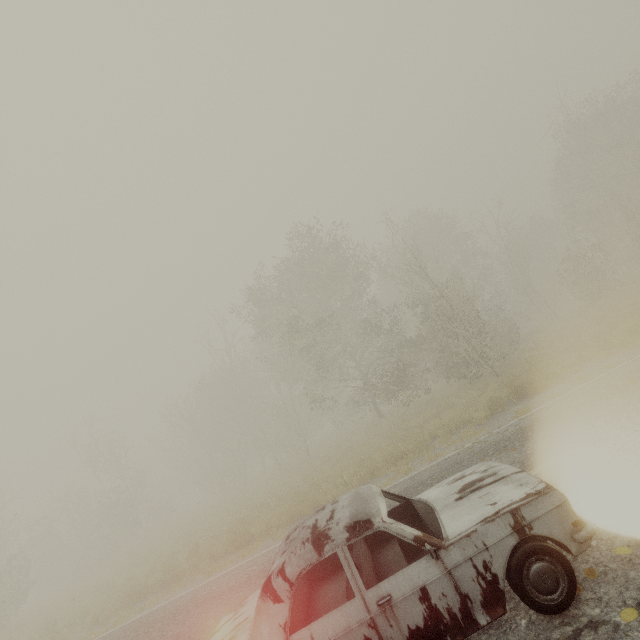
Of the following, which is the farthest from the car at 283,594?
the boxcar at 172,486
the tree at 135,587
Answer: the boxcar at 172,486

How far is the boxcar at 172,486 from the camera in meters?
55.3 m

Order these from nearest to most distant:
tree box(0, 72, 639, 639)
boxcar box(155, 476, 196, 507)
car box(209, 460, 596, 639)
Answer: car box(209, 460, 596, 639), tree box(0, 72, 639, 639), boxcar box(155, 476, 196, 507)

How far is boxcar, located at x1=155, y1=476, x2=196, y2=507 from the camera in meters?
55.3

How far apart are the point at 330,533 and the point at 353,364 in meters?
35.1

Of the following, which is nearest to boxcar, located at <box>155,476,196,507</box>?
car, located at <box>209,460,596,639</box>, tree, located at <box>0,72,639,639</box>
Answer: tree, located at <box>0,72,639,639</box>

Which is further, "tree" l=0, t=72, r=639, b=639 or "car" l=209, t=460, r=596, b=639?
"tree" l=0, t=72, r=639, b=639

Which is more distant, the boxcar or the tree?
the boxcar
